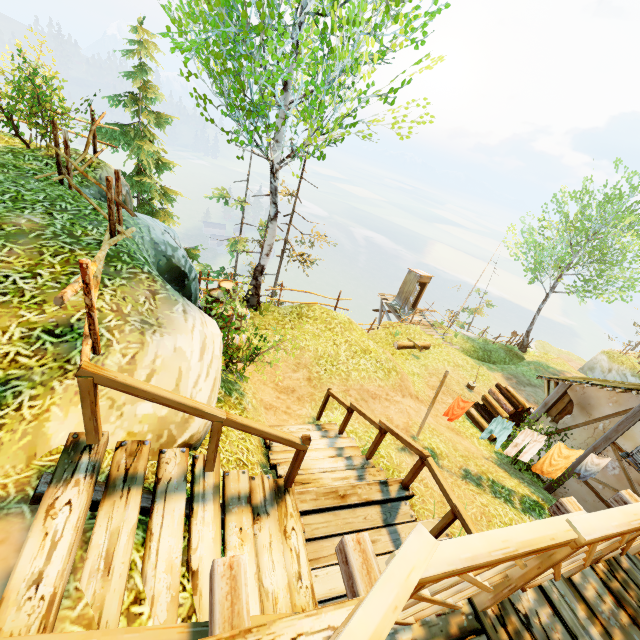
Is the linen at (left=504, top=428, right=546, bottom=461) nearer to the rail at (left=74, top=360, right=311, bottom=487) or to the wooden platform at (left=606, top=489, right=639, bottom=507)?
the wooden platform at (left=606, top=489, right=639, bottom=507)

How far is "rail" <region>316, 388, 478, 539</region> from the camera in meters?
4.0

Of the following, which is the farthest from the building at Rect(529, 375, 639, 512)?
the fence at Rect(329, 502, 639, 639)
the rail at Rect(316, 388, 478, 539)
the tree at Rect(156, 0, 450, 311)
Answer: the tree at Rect(156, 0, 450, 311)

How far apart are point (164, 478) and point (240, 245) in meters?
13.0 m

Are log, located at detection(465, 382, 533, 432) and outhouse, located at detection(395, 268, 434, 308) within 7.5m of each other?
no

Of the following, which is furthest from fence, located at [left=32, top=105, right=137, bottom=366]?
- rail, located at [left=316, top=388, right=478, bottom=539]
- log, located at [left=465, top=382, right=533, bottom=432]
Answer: log, located at [left=465, top=382, right=533, bottom=432]

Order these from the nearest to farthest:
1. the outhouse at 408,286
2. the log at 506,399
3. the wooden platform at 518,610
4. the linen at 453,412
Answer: the wooden platform at 518,610 < the linen at 453,412 < the log at 506,399 < the outhouse at 408,286

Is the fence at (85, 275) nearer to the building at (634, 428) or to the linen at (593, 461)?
the building at (634, 428)
